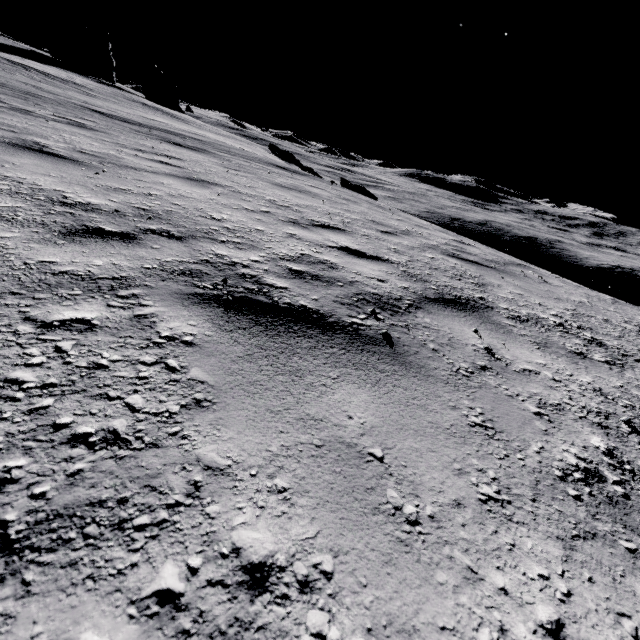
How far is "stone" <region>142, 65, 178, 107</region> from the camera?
55.84m

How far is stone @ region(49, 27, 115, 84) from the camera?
44.5m

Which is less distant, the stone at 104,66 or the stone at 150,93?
the stone at 104,66

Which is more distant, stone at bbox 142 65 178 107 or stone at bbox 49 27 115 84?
stone at bbox 142 65 178 107

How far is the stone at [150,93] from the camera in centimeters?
5584cm

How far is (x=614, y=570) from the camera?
0.9 meters
